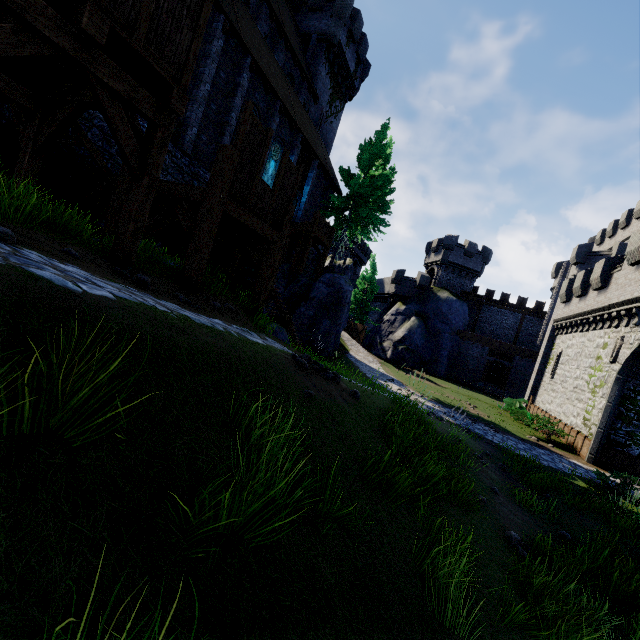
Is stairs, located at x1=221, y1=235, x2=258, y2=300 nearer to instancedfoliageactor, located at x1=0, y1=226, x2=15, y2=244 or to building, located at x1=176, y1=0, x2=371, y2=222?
building, located at x1=176, y1=0, x2=371, y2=222

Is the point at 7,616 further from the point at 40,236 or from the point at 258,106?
the point at 258,106

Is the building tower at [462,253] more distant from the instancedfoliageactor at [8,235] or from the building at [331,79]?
the instancedfoliageactor at [8,235]

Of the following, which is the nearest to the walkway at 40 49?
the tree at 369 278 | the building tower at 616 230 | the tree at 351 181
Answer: the tree at 351 181

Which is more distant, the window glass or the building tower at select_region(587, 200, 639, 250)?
the building tower at select_region(587, 200, 639, 250)

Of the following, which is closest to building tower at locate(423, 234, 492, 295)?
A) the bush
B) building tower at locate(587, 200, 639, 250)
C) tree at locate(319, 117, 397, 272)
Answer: building tower at locate(587, 200, 639, 250)

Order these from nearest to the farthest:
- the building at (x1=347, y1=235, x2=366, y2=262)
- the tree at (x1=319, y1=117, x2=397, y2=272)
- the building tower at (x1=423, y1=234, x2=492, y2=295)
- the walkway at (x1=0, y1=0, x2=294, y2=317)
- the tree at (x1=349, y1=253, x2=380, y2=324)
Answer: the walkway at (x1=0, y1=0, x2=294, y2=317) < the tree at (x1=319, y1=117, x2=397, y2=272) < the tree at (x1=349, y1=253, x2=380, y2=324) < the building tower at (x1=423, y1=234, x2=492, y2=295) < the building at (x1=347, y1=235, x2=366, y2=262)

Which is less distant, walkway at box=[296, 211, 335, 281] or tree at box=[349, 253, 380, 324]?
walkway at box=[296, 211, 335, 281]
